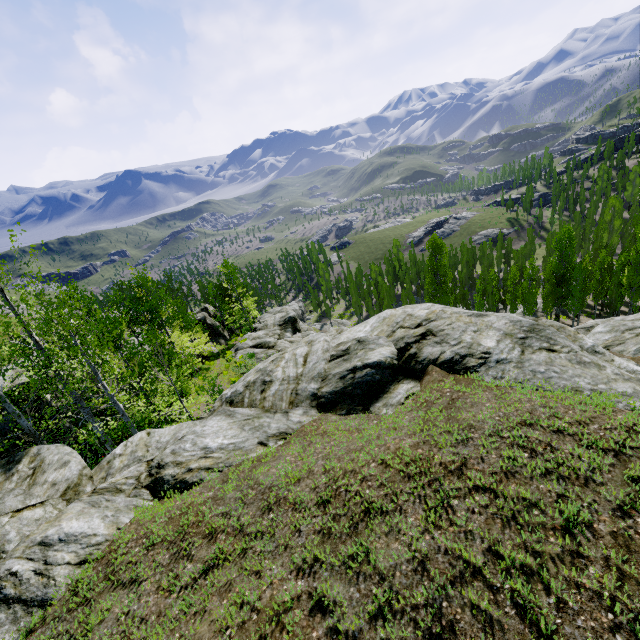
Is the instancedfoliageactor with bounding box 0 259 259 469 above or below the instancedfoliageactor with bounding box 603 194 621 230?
above

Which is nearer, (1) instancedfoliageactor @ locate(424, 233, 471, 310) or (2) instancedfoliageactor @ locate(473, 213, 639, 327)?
(2) instancedfoliageactor @ locate(473, 213, 639, 327)

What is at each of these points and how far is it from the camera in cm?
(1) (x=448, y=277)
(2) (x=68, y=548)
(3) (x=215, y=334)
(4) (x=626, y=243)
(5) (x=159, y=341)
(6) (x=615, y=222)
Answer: (1) instancedfoliageactor, 4981
(2) rock, 593
(3) rock, 4712
(4) instancedfoliageactor, 4150
(5) instancedfoliageactor, 1412
(6) instancedfoliageactor, 5978

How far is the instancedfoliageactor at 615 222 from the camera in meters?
58.3 m

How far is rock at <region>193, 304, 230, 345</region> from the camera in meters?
44.2

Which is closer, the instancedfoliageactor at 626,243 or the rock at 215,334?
the instancedfoliageactor at 626,243

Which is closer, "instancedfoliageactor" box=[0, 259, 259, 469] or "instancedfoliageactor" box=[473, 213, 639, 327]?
"instancedfoliageactor" box=[0, 259, 259, 469]

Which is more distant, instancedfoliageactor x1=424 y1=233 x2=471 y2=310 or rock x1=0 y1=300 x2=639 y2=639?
instancedfoliageactor x1=424 y1=233 x2=471 y2=310
